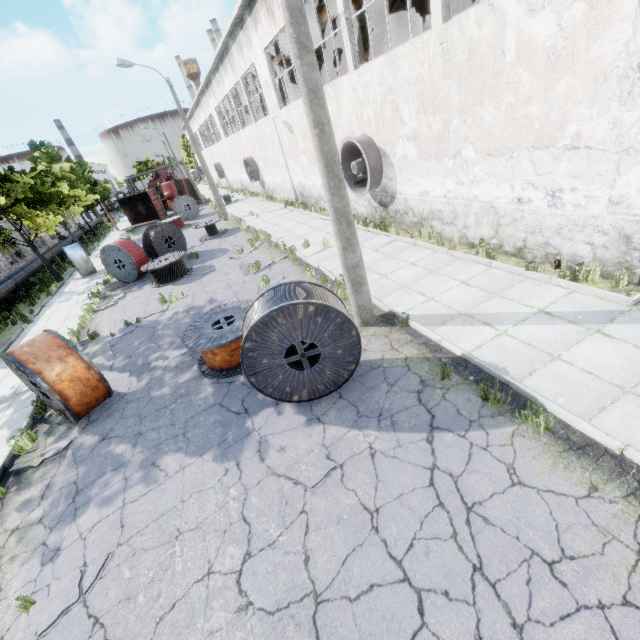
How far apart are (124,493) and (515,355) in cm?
712

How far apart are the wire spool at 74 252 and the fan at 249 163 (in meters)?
13.54

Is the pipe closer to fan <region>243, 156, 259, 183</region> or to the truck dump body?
the truck dump body

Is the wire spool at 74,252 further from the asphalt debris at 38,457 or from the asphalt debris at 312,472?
the asphalt debris at 312,472

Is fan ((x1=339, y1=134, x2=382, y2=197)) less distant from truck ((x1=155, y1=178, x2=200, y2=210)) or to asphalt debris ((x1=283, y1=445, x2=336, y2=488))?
asphalt debris ((x1=283, y1=445, x2=336, y2=488))

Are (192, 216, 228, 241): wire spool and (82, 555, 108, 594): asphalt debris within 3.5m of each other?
no

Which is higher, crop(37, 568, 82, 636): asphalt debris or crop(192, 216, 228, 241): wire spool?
crop(192, 216, 228, 241): wire spool

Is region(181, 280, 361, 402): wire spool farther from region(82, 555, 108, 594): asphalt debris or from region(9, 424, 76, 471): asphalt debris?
region(9, 424, 76, 471): asphalt debris
